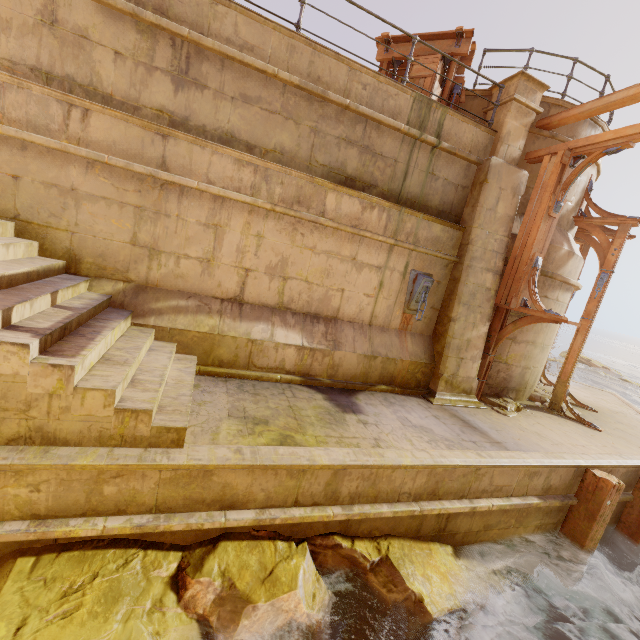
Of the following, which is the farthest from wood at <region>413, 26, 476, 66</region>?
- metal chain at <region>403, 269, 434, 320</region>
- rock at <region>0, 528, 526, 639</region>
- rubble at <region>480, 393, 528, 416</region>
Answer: rock at <region>0, 528, 526, 639</region>

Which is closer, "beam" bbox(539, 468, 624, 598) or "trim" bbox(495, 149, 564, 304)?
"beam" bbox(539, 468, 624, 598)

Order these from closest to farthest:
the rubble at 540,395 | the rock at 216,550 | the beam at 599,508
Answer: the rock at 216,550 → the beam at 599,508 → the rubble at 540,395

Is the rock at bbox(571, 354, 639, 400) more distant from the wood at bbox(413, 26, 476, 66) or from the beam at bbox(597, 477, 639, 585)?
the wood at bbox(413, 26, 476, 66)

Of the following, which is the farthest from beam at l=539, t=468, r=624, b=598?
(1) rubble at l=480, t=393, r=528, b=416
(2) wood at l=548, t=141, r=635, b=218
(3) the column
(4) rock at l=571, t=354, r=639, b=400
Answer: (4) rock at l=571, t=354, r=639, b=400

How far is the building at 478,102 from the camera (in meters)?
7.52

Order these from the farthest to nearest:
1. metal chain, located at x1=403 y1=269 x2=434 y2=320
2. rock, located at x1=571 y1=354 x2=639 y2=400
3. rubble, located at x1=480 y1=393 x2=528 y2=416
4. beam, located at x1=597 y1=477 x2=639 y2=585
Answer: rock, located at x1=571 y1=354 x2=639 y2=400 < rubble, located at x1=480 y1=393 x2=528 y2=416 < metal chain, located at x1=403 y1=269 x2=434 y2=320 < beam, located at x1=597 y1=477 x2=639 y2=585

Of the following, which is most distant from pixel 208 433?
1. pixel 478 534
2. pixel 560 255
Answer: pixel 560 255
